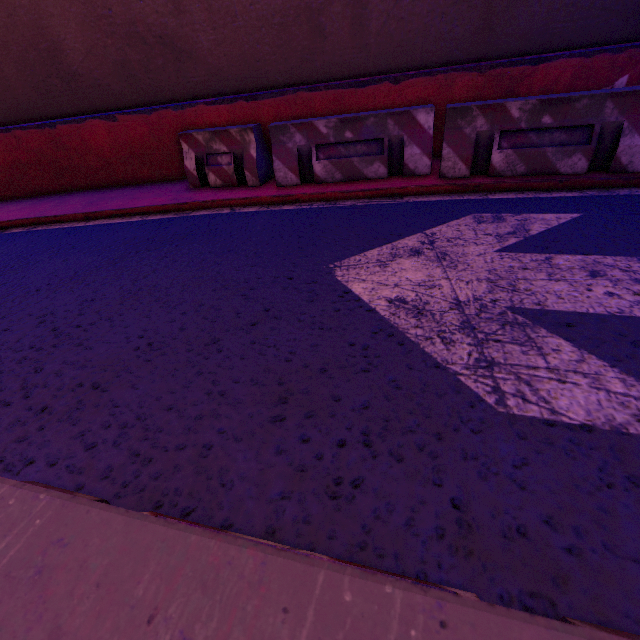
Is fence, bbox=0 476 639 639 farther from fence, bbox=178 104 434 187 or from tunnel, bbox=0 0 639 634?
fence, bbox=178 104 434 187

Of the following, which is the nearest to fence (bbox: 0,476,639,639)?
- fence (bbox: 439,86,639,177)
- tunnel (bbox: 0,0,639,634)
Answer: tunnel (bbox: 0,0,639,634)

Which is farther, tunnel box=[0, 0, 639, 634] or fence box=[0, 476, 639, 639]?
tunnel box=[0, 0, 639, 634]

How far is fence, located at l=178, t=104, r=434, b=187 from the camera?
4.8 meters

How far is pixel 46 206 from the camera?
6.13m

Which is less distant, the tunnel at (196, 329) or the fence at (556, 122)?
the tunnel at (196, 329)

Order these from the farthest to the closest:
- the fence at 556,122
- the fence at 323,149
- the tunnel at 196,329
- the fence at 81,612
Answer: the fence at 323,149
the fence at 556,122
the tunnel at 196,329
the fence at 81,612
